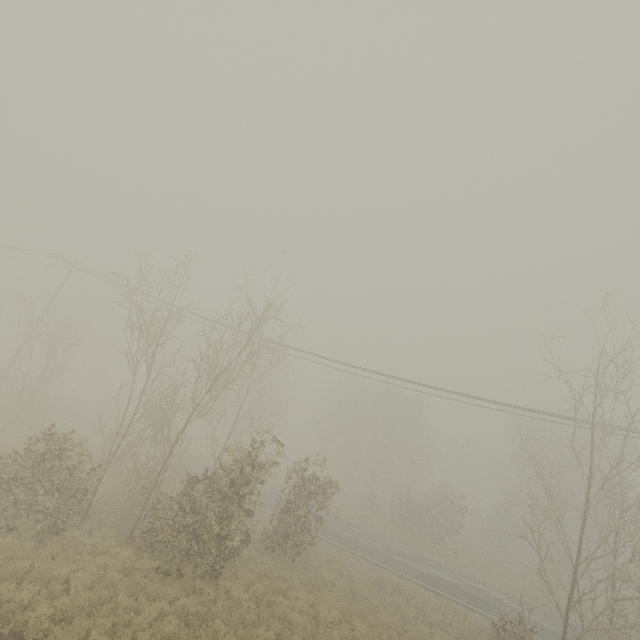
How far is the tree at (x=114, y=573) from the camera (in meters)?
9.57

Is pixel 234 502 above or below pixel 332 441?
below

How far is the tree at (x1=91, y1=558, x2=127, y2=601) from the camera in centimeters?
957cm
